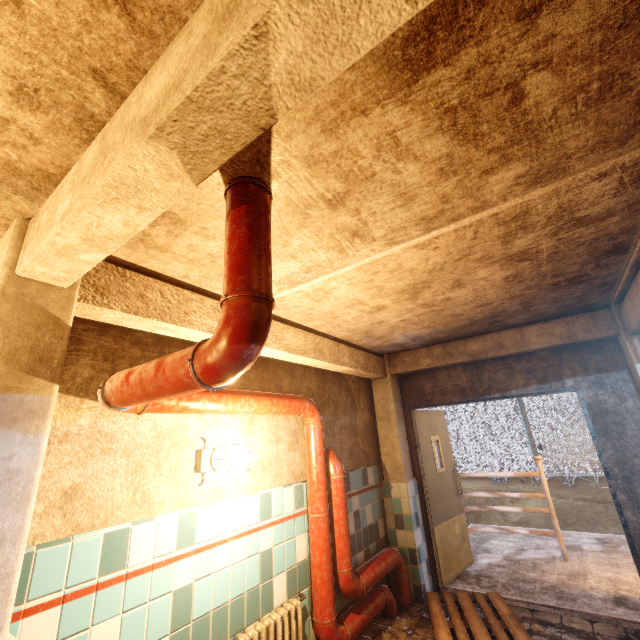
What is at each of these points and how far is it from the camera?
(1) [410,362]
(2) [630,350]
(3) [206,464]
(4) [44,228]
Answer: (1) ceiling beam, 4.6m
(2) column, 3.2m
(3) light fixture, 2.3m
(4) ceiling beam, 1.3m

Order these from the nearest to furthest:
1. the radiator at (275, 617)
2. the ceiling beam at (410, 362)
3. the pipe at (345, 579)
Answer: the pipe at (345, 579), the radiator at (275, 617), the ceiling beam at (410, 362)

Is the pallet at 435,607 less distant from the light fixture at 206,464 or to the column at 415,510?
the column at 415,510

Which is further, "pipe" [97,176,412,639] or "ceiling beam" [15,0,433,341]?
"pipe" [97,176,412,639]

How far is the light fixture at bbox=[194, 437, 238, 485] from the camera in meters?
2.3 m

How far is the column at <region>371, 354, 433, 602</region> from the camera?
3.9 meters

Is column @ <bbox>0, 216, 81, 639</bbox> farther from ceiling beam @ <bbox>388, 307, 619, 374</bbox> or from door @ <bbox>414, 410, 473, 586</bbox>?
door @ <bbox>414, 410, 473, 586</bbox>

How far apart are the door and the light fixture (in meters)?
3.06
